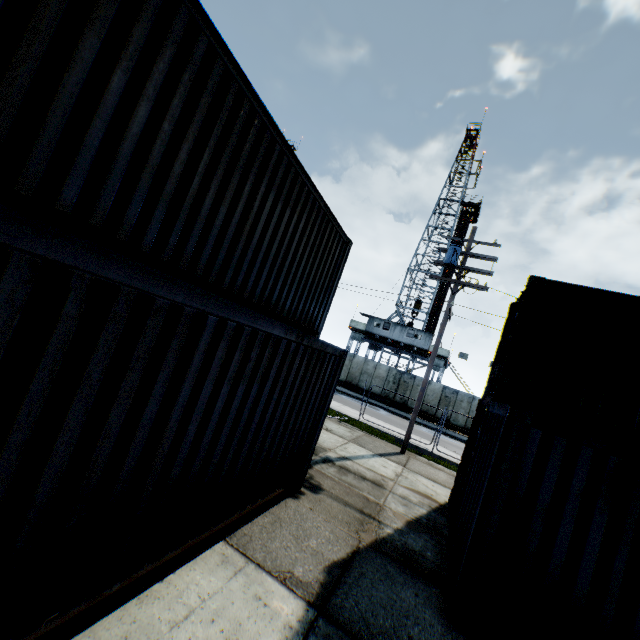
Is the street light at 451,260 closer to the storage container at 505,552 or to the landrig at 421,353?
the storage container at 505,552

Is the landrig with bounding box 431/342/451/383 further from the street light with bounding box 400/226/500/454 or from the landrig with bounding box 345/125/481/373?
the street light with bounding box 400/226/500/454

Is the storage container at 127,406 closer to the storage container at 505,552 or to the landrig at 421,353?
the storage container at 505,552

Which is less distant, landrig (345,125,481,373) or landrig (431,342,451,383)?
landrig (431,342,451,383)

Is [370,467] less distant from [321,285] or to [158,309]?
[321,285]

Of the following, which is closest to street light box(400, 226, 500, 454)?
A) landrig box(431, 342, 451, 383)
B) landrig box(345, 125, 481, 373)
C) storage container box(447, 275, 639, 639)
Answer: storage container box(447, 275, 639, 639)

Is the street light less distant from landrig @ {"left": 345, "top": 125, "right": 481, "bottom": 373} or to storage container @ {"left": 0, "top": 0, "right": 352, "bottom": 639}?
storage container @ {"left": 0, "top": 0, "right": 352, "bottom": 639}

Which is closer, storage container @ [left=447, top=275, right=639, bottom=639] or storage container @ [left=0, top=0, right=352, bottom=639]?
storage container @ [left=0, top=0, right=352, bottom=639]
